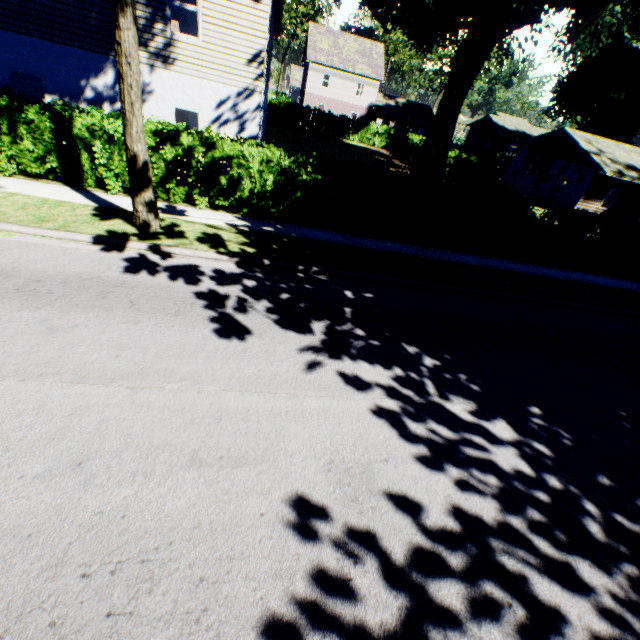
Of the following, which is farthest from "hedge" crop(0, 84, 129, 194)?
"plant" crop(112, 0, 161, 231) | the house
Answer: the house

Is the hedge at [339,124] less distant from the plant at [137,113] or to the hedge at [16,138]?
the hedge at [16,138]

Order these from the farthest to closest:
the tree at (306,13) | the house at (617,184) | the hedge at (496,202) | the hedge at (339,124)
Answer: the tree at (306,13) → the hedge at (339,124) → the house at (617,184) → the hedge at (496,202)

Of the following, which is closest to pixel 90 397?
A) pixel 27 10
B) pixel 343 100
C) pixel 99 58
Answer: pixel 99 58

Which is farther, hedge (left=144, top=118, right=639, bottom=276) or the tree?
the tree

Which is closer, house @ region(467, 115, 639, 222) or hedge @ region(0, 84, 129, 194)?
hedge @ region(0, 84, 129, 194)

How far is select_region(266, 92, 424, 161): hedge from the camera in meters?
35.4

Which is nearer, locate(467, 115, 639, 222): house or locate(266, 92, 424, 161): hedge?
locate(467, 115, 639, 222): house
